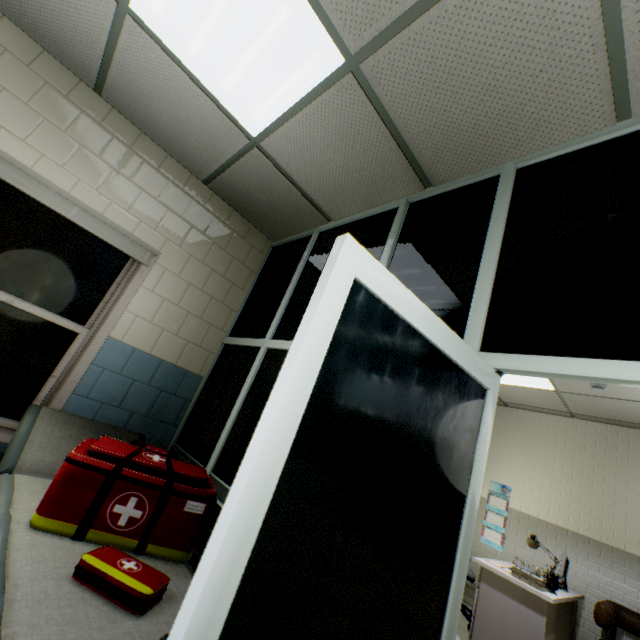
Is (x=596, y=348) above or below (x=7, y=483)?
above

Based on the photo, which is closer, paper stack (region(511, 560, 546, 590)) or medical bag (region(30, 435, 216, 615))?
medical bag (region(30, 435, 216, 615))

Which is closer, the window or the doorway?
the doorway

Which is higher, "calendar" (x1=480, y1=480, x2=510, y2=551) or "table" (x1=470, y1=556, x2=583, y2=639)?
"calendar" (x1=480, y1=480, x2=510, y2=551)

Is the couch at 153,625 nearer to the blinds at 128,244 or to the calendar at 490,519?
the blinds at 128,244

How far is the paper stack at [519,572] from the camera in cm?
346

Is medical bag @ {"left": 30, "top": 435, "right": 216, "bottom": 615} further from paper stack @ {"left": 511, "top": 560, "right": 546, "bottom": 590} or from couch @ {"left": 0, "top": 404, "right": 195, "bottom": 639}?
paper stack @ {"left": 511, "top": 560, "right": 546, "bottom": 590}

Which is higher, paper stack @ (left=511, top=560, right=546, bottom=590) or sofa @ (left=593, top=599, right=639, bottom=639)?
paper stack @ (left=511, top=560, right=546, bottom=590)
